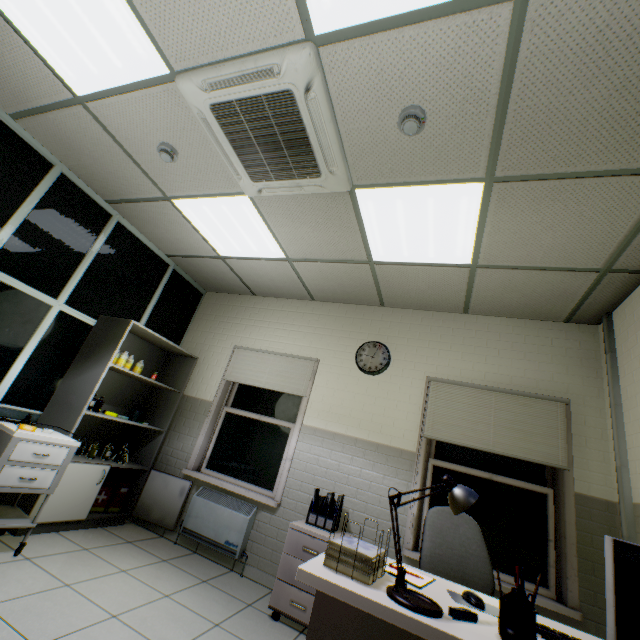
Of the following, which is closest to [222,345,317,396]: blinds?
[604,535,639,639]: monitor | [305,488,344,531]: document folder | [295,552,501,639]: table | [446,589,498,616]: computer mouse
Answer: [305,488,344,531]: document folder

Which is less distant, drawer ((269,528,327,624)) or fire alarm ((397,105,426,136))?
fire alarm ((397,105,426,136))

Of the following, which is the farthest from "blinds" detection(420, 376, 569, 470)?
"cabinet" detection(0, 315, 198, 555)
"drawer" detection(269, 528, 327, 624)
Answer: "cabinet" detection(0, 315, 198, 555)

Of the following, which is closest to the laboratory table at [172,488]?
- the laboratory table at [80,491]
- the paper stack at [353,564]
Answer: the laboratory table at [80,491]

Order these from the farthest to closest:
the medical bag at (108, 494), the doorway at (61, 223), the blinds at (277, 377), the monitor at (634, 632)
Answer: the blinds at (277, 377) → the medical bag at (108, 494) → the doorway at (61, 223) → the monitor at (634, 632)

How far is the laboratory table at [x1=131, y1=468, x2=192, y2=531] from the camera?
3.76m

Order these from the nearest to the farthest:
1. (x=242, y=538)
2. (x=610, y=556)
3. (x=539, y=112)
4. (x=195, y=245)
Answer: (x=610, y=556), (x=539, y=112), (x=242, y=538), (x=195, y=245)

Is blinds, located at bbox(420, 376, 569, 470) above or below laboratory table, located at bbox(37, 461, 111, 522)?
above
